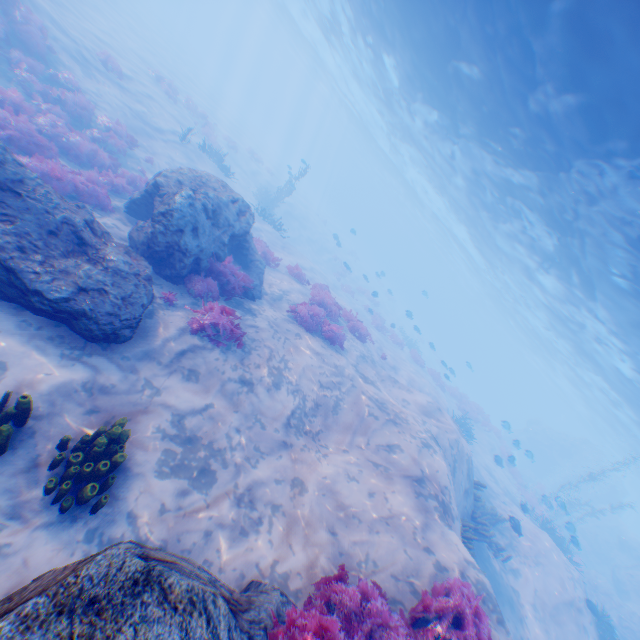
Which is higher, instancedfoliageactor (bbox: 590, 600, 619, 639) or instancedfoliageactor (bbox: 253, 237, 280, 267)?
instancedfoliageactor (bbox: 590, 600, 619, 639)

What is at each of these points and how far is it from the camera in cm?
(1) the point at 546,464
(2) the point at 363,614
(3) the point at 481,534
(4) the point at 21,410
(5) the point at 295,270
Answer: (1) rock, 4062
(2) instancedfoliageactor, 429
(3) instancedfoliageactor, 1288
(4) instancedfoliageactor, 422
(5) instancedfoliageactor, 1698

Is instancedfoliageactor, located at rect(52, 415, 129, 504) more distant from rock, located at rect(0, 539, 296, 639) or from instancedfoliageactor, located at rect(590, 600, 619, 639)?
instancedfoliageactor, located at rect(590, 600, 619, 639)

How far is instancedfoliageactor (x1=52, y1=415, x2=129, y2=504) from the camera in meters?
4.2

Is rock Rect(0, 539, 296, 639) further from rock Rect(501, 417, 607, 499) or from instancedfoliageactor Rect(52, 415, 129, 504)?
rock Rect(501, 417, 607, 499)

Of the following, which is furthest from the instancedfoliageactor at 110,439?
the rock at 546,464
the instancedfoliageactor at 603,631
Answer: the rock at 546,464

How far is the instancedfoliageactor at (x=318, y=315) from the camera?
12.3 meters
